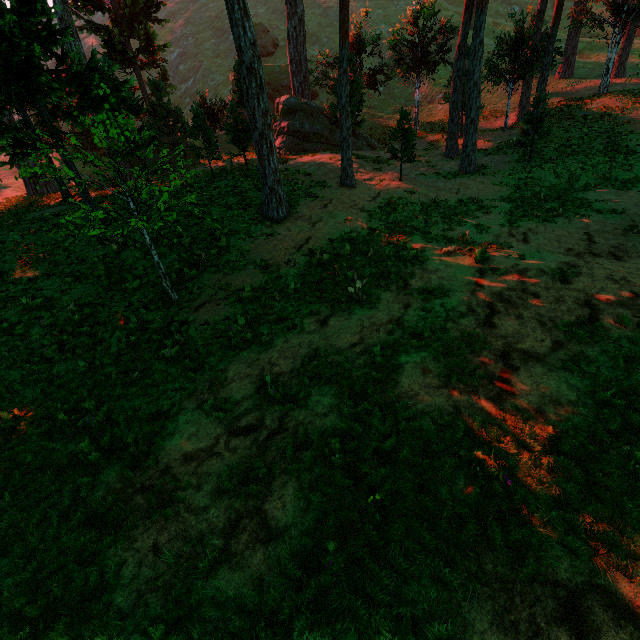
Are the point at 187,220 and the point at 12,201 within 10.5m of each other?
no
